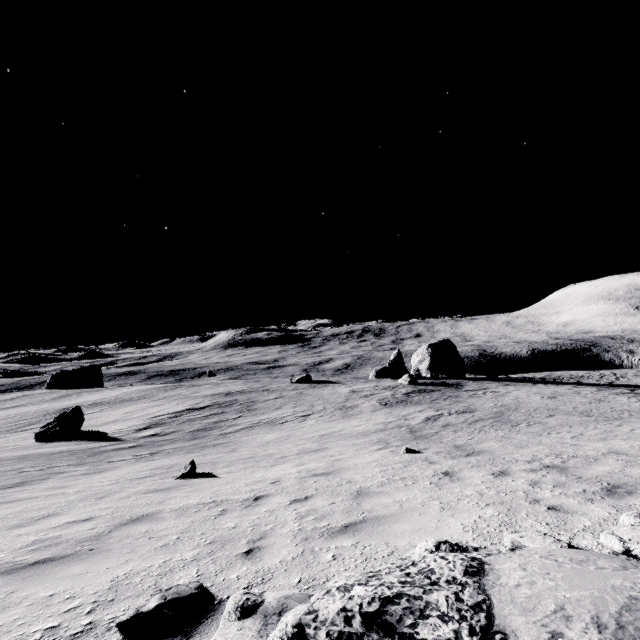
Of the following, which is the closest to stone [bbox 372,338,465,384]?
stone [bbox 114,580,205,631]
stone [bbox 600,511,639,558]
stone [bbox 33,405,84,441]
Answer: stone [bbox 33,405,84,441]

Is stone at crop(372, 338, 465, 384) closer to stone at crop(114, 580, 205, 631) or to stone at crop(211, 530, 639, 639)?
stone at crop(211, 530, 639, 639)

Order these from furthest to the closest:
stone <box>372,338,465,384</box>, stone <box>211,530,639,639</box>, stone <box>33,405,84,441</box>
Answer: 1. stone <box>372,338,465,384</box>
2. stone <box>33,405,84,441</box>
3. stone <box>211,530,639,639</box>

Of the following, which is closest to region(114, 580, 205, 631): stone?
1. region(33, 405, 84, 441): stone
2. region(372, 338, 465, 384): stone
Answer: region(33, 405, 84, 441): stone

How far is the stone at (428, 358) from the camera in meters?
44.8 m

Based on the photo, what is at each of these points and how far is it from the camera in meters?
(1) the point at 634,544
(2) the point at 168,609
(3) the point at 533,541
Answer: (1) stone, 2.9
(2) stone, 2.7
(3) stone, 3.3

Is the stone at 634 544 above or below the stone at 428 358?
above
